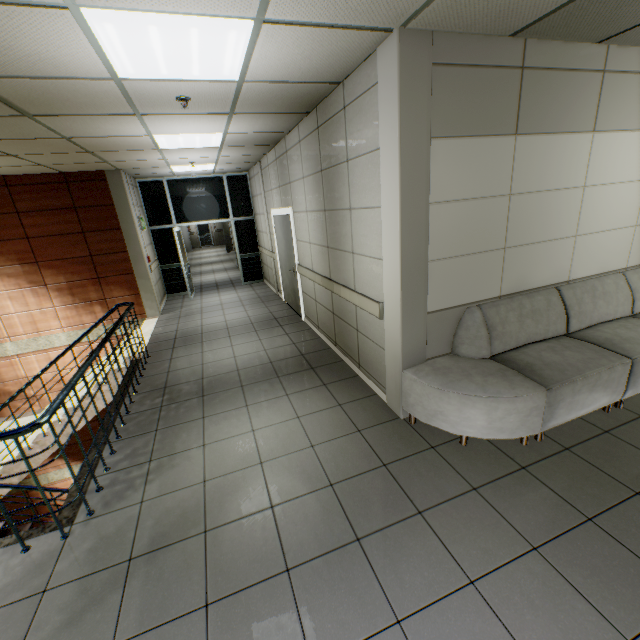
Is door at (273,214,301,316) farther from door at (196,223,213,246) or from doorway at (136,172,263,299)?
door at (196,223,213,246)

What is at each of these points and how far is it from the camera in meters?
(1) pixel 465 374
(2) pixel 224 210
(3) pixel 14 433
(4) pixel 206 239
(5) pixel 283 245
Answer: (1) sofa, 2.9
(2) doorway, 9.5
(3) stairs, 2.1
(4) door, 24.5
(5) door, 6.9

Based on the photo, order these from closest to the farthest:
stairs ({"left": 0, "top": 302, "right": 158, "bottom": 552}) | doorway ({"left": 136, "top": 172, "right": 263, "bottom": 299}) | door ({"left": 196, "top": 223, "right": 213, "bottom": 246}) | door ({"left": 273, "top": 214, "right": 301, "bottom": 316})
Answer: stairs ({"left": 0, "top": 302, "right": 158, "bottom": 552}) → door ({"left": 273, "top": 214, "right": 301, "bottom": 316}) → doorway ({"left": 136, "top": 172, "right": 263, "bottom": 299}) → door ({"left": 196, "top": 223, "right": 213, "bottom": 246})

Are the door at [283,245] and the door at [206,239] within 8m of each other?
no

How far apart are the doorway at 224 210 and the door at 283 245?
2.74m

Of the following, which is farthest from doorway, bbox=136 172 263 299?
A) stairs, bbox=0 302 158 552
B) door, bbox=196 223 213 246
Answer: door, bbox=196 223 213 246

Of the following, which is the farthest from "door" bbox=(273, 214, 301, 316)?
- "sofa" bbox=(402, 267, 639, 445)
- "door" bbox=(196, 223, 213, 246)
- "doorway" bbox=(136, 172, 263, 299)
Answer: "door" bbox=(196, 223, 213, 246)
